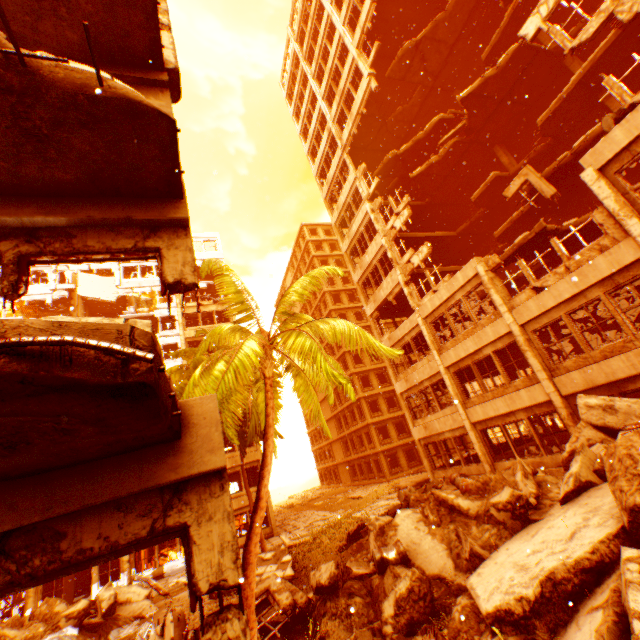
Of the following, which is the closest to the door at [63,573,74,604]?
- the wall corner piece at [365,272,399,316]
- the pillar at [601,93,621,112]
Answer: the wall corner piece at [365,272,399,316]

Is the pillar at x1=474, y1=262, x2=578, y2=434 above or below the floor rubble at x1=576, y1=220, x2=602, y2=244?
below

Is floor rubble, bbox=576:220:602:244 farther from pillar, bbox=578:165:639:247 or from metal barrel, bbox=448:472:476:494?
metal barrel, bbox=448:472:476:494

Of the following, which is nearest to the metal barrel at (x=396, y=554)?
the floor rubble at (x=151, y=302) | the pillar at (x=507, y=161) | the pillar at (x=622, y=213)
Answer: the pillar at (x=622, y=213)

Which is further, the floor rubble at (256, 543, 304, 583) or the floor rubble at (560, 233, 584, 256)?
the floor rubble at (560, 233, 584, 256)

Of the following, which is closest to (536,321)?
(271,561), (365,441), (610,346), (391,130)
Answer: (610,346)

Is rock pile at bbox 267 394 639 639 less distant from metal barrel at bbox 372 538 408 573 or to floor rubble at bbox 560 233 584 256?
metal barrel at bbox 372 538 408 573

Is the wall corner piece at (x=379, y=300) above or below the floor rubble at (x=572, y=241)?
above
